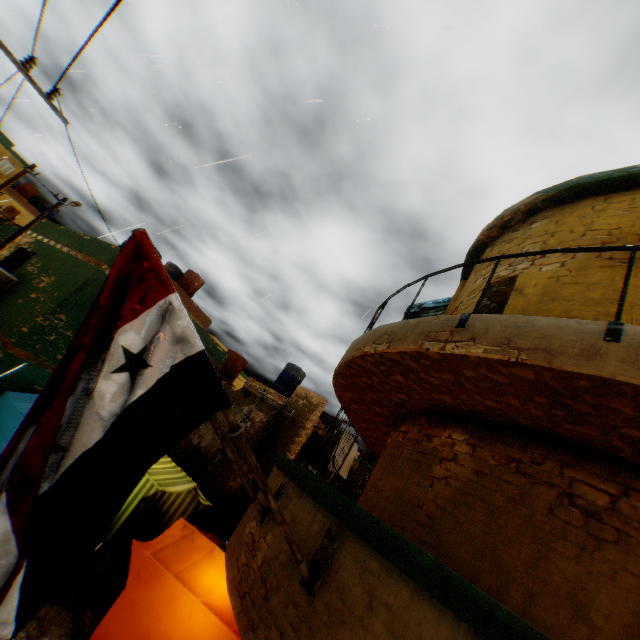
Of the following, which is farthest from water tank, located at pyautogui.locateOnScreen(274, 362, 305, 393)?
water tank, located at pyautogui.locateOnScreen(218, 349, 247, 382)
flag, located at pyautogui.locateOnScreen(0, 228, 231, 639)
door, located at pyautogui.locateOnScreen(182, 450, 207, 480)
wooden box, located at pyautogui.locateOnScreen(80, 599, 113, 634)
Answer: flag, located at pyautogui.locateOnScreen(0, 228, 231, 639)

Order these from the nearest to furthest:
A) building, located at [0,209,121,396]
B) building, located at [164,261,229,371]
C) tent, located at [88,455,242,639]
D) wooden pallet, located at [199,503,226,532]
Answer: tent, located at [88,455,242,639] < building, located at [0,209,121,396] < building, located at [164,261,229,371] < wooden pallet, located at [199,503,226,532]

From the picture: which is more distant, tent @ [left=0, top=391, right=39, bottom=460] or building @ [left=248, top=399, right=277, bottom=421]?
building @ [left=248, top=399, right=277, bottom=421]

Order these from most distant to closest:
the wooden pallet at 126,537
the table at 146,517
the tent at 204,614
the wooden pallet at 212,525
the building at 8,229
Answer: the building at 8,229 < the wooden pallet at 212,525 < the table at 146,517 < the wooden pallet at 126,537 < the tent at 204,614

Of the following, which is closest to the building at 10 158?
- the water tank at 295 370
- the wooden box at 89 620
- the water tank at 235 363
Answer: the water tank at 235 363

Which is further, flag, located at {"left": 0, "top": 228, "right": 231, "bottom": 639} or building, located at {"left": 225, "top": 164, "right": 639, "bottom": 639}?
building, located at {"left": 225, "top": 164, "right": 639, "bottom": 639}

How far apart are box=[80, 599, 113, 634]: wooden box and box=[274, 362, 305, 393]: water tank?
15.5m

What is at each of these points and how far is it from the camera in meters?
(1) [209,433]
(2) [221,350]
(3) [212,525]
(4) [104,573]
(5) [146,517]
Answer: (1) building, 17.6 m
(2) building, 15.0 m
(3) wooden pallet, 15.8 m
(4) table, 8.0 m
(5) table, 10.8 m
